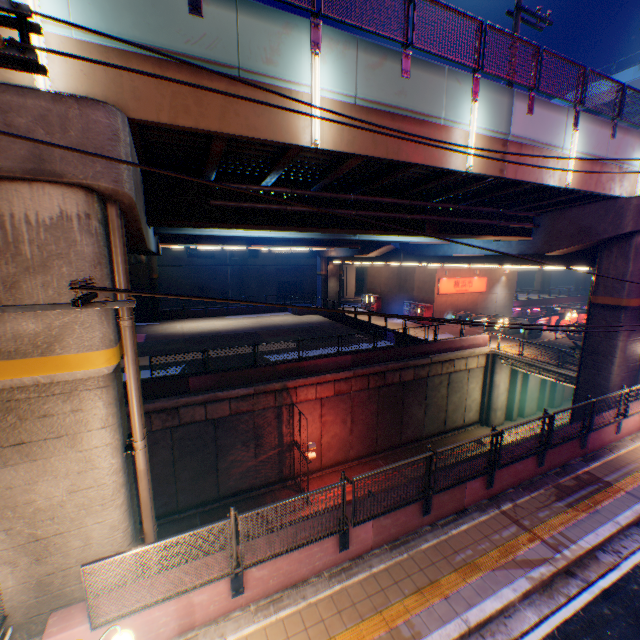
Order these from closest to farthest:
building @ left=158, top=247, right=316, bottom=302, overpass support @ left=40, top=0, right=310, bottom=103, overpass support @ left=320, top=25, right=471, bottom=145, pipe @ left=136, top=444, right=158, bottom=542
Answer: overpass support @ left=40, top=0, right=310, bottom=103
pipe @ left=136, top=444, right=158, bottom=542
overpass support @ left=320, top=25, right=471, bottom=145
building @ left=158, top=247, right=316, bottom=302

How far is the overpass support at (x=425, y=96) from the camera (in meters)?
7.41

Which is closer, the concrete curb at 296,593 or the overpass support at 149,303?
the concrete curb at 296,593

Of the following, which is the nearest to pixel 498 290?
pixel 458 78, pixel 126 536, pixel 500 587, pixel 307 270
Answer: pixel 307 270

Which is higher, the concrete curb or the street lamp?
the street lamp

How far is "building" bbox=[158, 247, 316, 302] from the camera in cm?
4394

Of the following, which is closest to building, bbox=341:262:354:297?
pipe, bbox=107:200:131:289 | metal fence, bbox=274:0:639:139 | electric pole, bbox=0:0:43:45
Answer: metal fence, bbox=274:0:639:139

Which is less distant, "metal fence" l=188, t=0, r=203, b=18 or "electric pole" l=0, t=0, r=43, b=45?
"electric pole" l=0, t=0, r=43, b=45
